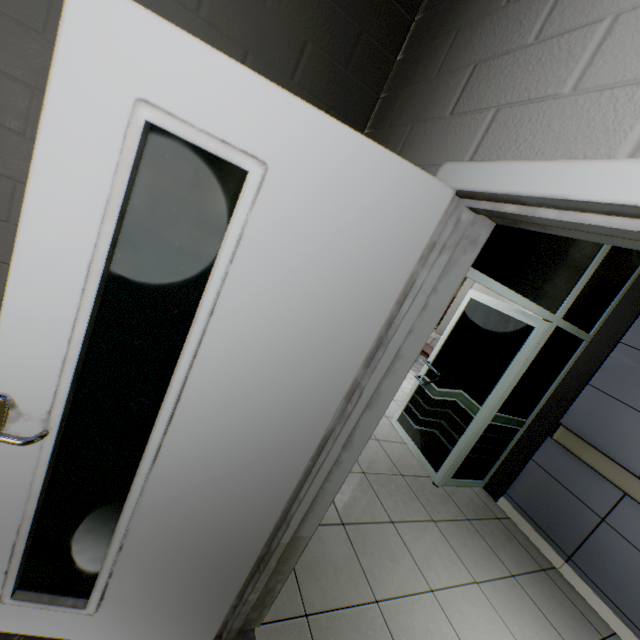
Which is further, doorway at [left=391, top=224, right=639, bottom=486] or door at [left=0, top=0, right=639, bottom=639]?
doorway at [left=391, top=224, right=639, bottom=486]

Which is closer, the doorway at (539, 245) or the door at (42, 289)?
the door at (42, 289)

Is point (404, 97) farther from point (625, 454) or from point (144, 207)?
point (625, 454)
